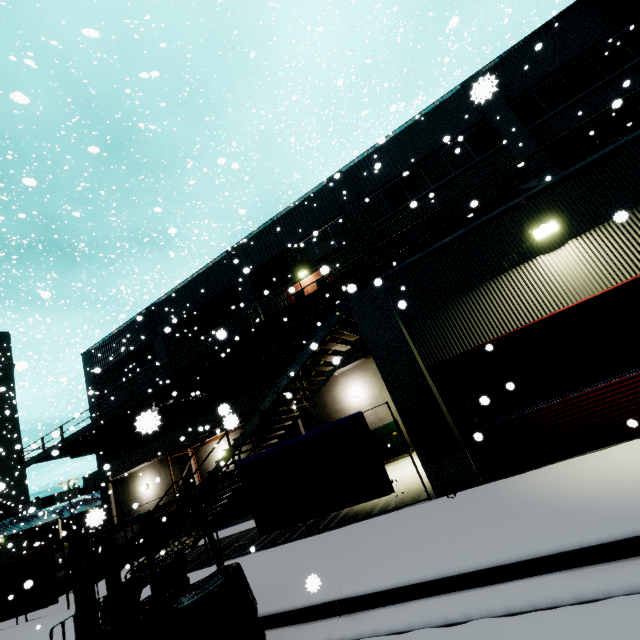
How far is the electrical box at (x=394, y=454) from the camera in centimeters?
1370cm

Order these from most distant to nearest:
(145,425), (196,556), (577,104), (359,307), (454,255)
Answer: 1. (577,104)
2. (196,556)
3. (359,307)
4. (454,255)
5. (145,425)

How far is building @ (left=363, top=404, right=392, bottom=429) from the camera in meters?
15.4

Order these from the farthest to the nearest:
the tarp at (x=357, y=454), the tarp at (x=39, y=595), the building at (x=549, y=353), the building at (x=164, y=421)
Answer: the building at (x=164, y=421) < the tarp at (x=39, y=595) < the tarp at (x=357, y=454) < the building at (x=549, y=353)

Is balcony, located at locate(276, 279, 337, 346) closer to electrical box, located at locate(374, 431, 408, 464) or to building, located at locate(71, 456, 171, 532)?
building, located at locate(71, 456, 171, 532)

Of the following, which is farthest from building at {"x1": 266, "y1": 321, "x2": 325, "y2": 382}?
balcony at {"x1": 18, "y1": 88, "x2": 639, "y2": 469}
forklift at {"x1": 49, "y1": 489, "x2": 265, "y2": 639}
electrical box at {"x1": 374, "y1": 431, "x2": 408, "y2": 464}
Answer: forklift at {"x1": 49, "y1": 489, "x2": 265, "y2": 639}

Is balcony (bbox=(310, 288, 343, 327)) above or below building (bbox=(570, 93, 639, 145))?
below

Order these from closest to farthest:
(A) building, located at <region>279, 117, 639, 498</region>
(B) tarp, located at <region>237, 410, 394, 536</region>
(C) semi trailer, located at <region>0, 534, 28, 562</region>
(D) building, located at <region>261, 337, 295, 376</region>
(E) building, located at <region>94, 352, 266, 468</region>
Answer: (A) building, located at <region>279, 117, 639, 498</region>
(B) tarp, located at <region>237, 410, 394, 536</region>
(D) building, located at <region>261, 337, 295, 376</region>
(E) building, located at <region>94, 352, 266, 468</region>
(C) semi trailer, located at <region>0, 534, 28, 562</region>
